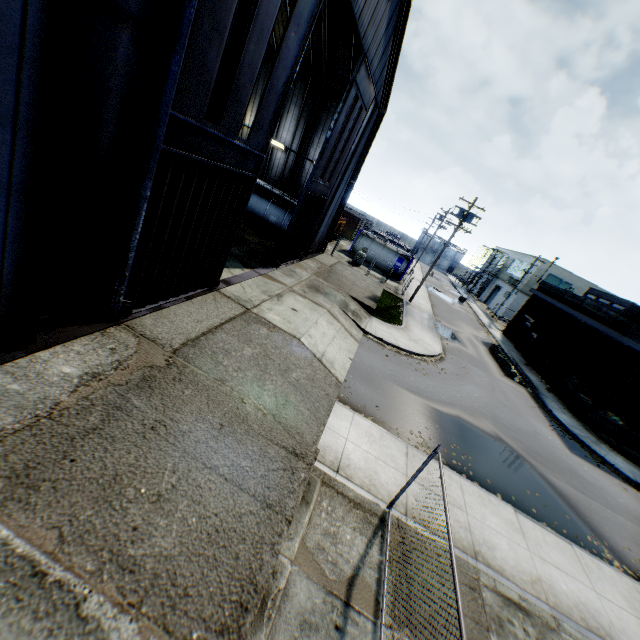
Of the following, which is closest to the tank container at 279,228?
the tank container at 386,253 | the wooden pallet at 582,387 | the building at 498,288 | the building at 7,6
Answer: the building at 7,6

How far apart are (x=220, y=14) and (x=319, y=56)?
17.0 meters

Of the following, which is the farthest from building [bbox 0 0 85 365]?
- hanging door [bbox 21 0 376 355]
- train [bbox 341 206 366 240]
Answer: train [bbox 341 206 366 240]

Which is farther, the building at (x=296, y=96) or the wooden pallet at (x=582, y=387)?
the wooden pallet at (x=582, y=387)

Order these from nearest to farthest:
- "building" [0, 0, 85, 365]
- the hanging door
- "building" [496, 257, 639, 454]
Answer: "building" [0, 0, 85, 365]
the hanging door
"building" [496, 257, 639, 454]

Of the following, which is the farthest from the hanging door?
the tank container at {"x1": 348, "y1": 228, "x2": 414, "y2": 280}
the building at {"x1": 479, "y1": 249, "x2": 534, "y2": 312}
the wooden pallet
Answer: the building at {"x1": 479, "y1": 249, "x2": 534, "y2": 312}

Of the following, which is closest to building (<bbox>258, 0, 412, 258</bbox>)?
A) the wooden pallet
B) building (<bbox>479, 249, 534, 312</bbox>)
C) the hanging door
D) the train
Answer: the hanging door

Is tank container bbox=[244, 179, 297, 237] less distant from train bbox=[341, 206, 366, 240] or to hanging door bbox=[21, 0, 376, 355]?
hanging door bbox=[21, 0, 376, 355]
